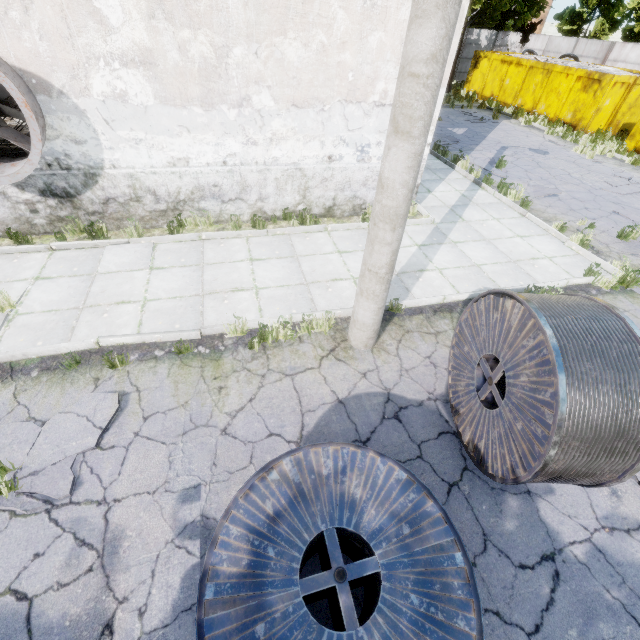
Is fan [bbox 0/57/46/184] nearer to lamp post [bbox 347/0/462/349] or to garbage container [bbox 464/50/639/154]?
lamp post [bbox 347/0/462/349]

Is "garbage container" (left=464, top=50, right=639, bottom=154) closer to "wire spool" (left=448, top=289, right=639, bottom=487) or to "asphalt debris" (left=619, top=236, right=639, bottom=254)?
"asphalt debris" (left=619, top=236, right=639, bottom=254)

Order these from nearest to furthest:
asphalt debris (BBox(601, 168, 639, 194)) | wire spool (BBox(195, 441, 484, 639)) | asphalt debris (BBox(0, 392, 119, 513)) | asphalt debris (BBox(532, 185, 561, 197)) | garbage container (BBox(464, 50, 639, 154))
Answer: wire spool (BBox(195, 441, 484, 639)) < asphalt debris (BBox(0, 392, 119, 513)) < asphalt debris (BBox(532, 185, 561, 197)) < asphalt debris (BBox(601, 168, 639, 194)) < garbage container (BBox(464, 50, 639, 154))

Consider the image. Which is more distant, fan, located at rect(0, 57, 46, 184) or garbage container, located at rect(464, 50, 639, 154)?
garbage container, located at rect(464, 50, 639, 154)

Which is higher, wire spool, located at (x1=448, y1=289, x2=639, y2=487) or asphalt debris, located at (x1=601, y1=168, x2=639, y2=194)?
wire spool, located at (x1=448, y1=289, x2=639, y2=487)

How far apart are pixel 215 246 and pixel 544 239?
8.39m

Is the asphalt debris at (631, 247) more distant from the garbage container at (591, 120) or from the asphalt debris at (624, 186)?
the garbage container at (591, 120)

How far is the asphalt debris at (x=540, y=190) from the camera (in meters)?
10.49
